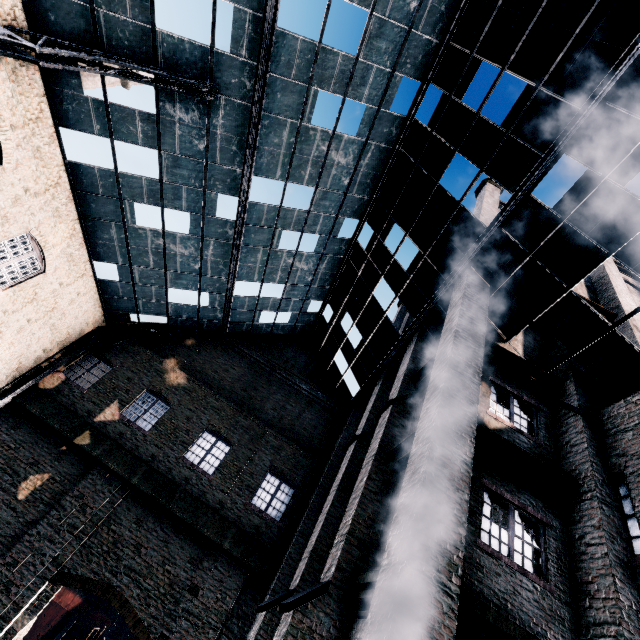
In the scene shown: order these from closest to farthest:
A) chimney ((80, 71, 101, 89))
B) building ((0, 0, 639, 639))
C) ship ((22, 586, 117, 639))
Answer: building ((0, 0, 639, 639)) < chimney ((80, 71, 101, 89)) < ship ((22, 586, 117, 639))

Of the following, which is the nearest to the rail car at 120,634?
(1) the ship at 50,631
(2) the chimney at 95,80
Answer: (1) the ship at 50,631

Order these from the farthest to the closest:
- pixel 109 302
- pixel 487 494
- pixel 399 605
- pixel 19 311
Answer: pixel 109 302 < pixel 19 311 < pixel 487 494 < pixel 399 605

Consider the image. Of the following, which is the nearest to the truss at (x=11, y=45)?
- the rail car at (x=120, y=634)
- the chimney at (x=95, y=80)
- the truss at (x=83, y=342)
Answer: the truss at (x=83, y=342)

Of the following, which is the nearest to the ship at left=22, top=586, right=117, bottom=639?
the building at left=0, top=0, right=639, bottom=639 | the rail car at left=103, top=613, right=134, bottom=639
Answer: the building at left=0, top=0, right=639, bottom=639

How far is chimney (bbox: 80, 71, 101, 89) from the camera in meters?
29.0

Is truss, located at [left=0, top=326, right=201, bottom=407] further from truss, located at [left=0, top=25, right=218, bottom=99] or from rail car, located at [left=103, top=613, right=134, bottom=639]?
rail car, located at [left=103, top=613, right=134, bottom=639]

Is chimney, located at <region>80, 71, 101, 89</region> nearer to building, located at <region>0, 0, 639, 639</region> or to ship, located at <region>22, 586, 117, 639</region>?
building, located at <region>0, 0, 639, 639</region>
